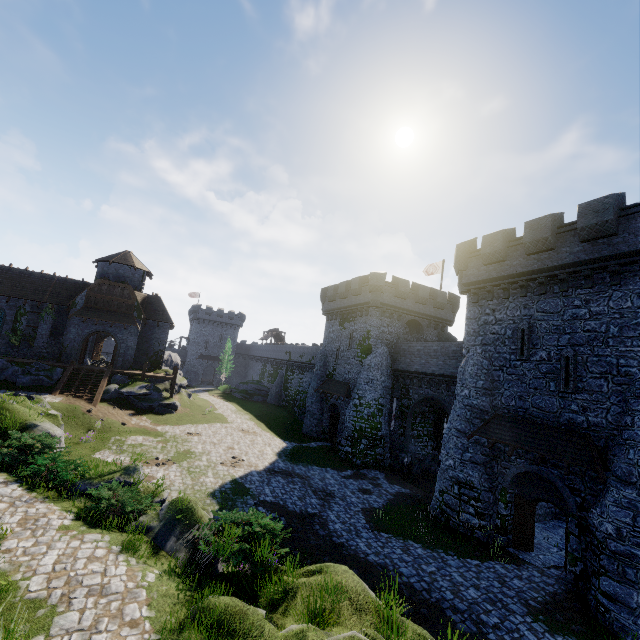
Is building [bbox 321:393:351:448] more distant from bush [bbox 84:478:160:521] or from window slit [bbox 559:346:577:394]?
bush [bbox 84:478:160:521]

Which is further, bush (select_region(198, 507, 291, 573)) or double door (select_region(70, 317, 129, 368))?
double door (select_region(70, 317, 129, 368))

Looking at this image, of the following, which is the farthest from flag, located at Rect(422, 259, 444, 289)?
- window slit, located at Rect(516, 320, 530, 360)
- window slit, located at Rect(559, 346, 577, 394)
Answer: window slit, located at Rect(559, 346, 577, 394)

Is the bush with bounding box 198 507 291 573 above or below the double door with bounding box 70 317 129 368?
below

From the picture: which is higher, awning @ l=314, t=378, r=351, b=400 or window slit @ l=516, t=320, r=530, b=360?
Answer: window slit @ l=516, t=320, r=530, b=360

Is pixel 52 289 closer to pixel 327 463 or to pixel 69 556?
pixel 327 463

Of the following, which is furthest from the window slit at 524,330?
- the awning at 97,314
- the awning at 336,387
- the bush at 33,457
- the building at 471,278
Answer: the awning at 97,314

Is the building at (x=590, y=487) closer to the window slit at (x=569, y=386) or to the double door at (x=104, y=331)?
the window slit at (x=569, y=386)
